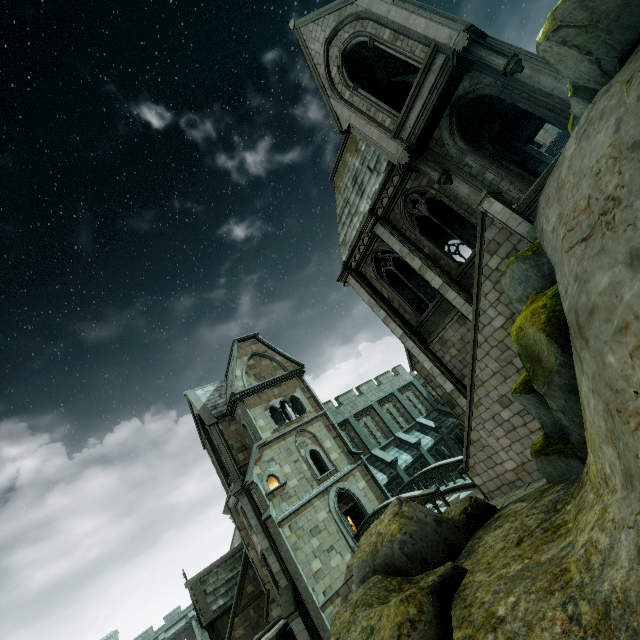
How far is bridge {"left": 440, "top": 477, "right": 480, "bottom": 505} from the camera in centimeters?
1515cm

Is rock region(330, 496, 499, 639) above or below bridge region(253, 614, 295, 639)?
above

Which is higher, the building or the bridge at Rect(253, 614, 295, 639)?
the building

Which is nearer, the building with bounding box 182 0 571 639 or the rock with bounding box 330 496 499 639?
the rock with bounding box 330 496 499 639

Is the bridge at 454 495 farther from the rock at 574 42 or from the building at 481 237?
the rock at 574 42

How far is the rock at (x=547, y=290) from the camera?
5.57m

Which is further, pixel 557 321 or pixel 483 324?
pixel 483 324

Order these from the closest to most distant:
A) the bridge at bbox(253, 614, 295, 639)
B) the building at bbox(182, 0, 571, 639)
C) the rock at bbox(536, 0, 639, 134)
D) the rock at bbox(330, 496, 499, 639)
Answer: the rock at bbox(330, 496, 499, 639)
the rock at bbox(536, 0, 639, 134)
the building at bbox(182, 0, 571, 639)
the bridge at bbox(253, 614, 295, 639)
